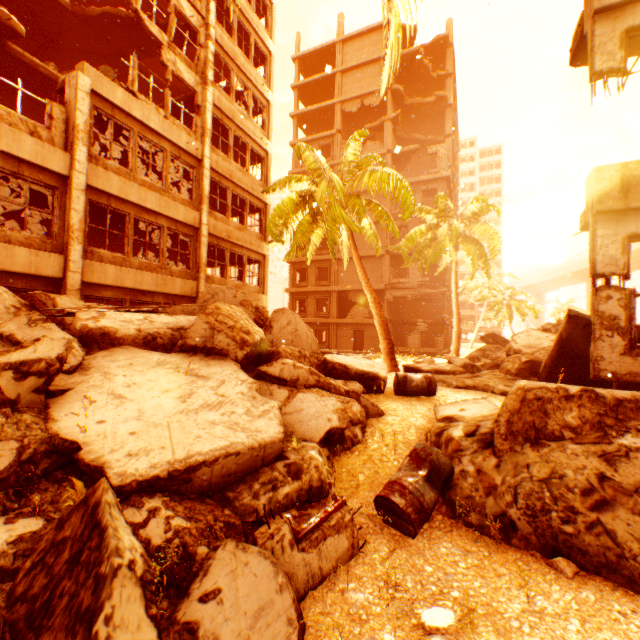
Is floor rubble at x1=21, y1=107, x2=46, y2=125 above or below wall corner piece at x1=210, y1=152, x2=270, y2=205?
above

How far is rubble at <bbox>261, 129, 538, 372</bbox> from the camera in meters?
12.9

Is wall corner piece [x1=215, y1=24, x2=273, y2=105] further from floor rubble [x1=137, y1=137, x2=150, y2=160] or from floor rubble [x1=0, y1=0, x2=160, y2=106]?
floor rubble [x1=137, y1=137, x2=150, y2=160]

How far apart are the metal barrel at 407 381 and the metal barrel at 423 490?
2.3 meters

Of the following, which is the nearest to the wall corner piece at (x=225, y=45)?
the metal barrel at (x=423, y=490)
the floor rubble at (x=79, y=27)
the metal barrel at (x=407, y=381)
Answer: the floor rubble at (x=79, y=27)

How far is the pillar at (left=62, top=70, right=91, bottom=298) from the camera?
9.37m

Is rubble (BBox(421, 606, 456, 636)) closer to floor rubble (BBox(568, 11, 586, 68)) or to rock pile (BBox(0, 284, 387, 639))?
rock pile (BBox(0, 284, 387, 639))

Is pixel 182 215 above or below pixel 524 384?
above
